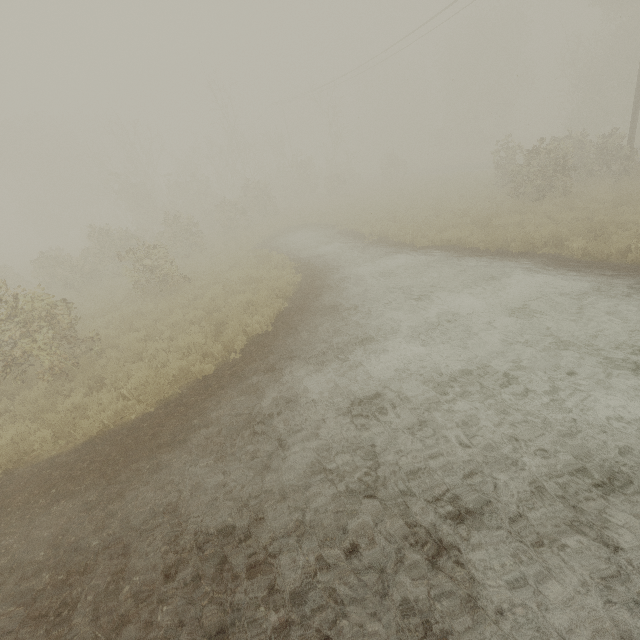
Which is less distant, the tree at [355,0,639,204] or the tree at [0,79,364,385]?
the tree at [0,79,364,385]

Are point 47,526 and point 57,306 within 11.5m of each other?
yes

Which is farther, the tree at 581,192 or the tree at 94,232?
the tree at 581,192
